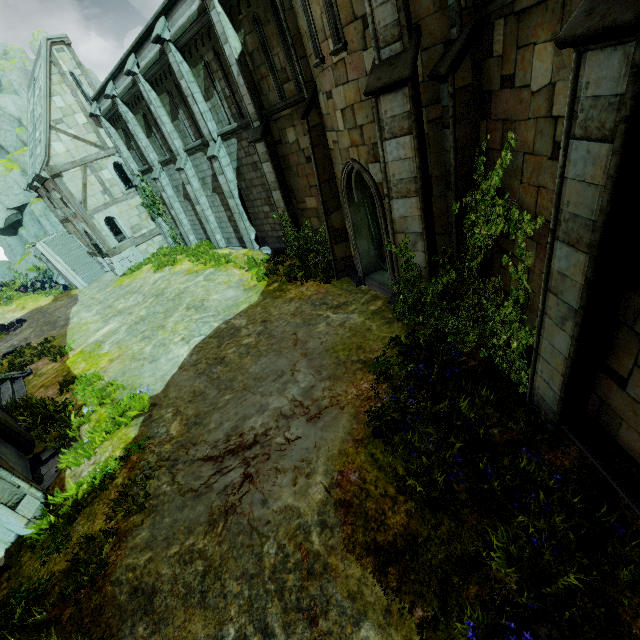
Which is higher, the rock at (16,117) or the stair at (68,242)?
the rock at (16,117)

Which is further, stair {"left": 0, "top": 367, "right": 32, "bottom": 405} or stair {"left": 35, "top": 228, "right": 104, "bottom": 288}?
stair {"left": 35, "top": 228, "right": 104, "bottom": 288}

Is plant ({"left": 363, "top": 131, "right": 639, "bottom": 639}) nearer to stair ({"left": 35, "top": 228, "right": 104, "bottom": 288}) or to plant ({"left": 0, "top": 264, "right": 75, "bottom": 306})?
stair ({"left": 35, "top": 228, "right": 104, "bottom": 288})

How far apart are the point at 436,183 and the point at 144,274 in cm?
2025

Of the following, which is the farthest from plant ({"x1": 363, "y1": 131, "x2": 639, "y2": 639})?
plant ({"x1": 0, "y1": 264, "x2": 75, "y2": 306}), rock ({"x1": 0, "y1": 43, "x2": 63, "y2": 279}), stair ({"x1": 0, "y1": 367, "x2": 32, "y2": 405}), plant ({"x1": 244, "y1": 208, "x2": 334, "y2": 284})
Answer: rock ({"x1": 0, "y1": 43, "x2": 63, "y2": 279})

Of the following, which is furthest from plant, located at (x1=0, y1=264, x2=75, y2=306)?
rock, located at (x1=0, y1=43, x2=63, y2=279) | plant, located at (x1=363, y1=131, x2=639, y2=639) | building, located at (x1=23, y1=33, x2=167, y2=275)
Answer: plant, located at (x1=363, y1=131, x2=639, y2=639)

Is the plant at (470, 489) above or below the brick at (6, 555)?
below

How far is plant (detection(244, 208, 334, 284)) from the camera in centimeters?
1261cm
